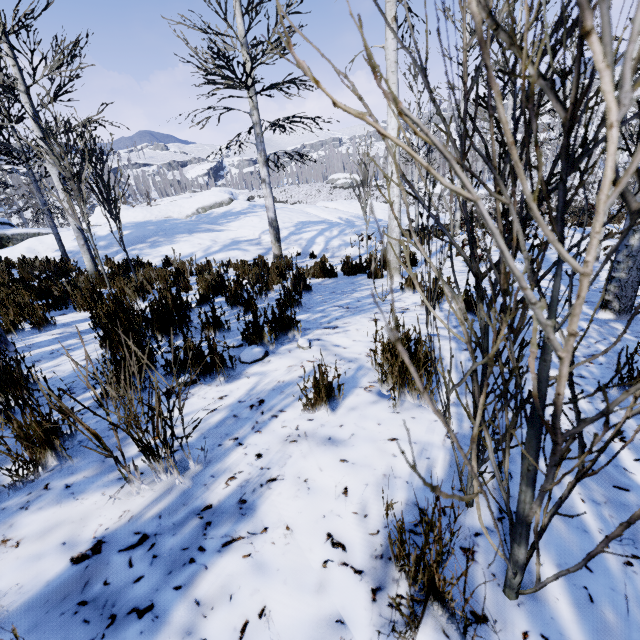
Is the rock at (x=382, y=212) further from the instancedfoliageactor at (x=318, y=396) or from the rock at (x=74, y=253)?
the instancedfoliageactor at (x=318, y=396)

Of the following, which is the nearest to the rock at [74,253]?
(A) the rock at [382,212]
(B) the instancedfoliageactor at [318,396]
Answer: (B) the instancedfoliageactor at [318,396]

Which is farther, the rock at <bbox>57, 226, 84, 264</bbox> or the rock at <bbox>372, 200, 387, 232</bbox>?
the rock at <bbox>372, 200, 387, 232</bbox>

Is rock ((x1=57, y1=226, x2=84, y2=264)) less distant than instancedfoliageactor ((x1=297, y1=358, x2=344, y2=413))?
No

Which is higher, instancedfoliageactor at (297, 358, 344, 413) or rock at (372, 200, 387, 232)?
instancedfoliageactor at (297, 358, 344, 413)

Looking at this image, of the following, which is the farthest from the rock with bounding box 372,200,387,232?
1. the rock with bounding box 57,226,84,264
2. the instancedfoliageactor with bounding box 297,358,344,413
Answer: the instancedfoliageactor with bounding box 297,358,344,413

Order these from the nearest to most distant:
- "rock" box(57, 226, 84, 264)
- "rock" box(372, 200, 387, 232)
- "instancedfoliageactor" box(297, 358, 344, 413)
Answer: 1. "instancedfoliageactor" box(297, 358, 344, 413)
2. "rock" box(57, 226, 84, 264)
3. "rock" box(372, 200, 387, 232)

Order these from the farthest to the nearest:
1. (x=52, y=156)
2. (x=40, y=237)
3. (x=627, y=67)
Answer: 1. (x=40, y=237)
2. (x=52, y=156)
3. (x=627, y=67)
